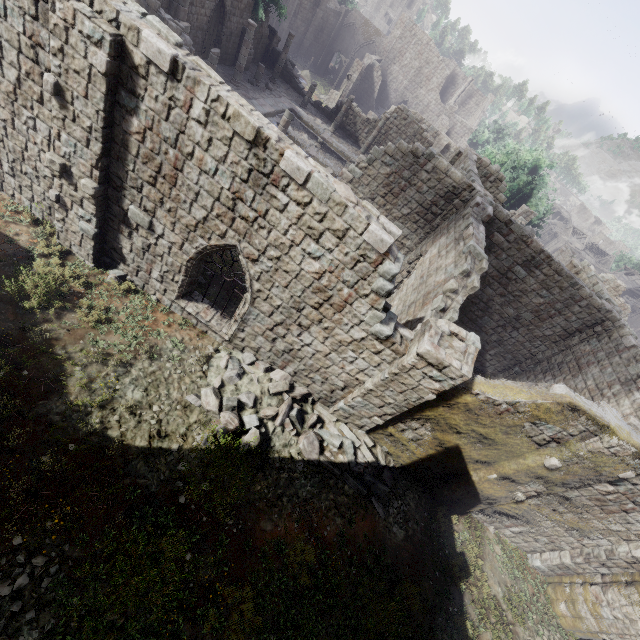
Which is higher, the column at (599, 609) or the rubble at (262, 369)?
the column at (599, 609)

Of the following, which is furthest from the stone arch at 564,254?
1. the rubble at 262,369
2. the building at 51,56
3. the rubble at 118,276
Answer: the rubble at 118,276

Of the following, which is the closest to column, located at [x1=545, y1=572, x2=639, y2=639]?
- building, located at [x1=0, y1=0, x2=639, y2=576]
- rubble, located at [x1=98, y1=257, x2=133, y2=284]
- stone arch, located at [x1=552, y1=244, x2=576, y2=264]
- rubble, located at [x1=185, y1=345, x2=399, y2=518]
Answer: building, located at [x1=0, y1=0, x2=639, y2=576]

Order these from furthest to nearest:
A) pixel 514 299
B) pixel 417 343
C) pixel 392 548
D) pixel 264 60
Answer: pixel 264 60 → pixel 514 299 → pixel 392 548 → pixel 417 343

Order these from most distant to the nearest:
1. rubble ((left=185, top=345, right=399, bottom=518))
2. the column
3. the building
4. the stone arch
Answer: the stone arch → the column → rubble ((left=185, top=345, right=399, bottom=518)) → the building

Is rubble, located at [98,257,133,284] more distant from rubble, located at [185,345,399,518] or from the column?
the column

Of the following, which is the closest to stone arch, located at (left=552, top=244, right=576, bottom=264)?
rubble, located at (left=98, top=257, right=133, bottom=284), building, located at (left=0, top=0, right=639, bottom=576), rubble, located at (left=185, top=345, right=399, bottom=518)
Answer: building, located at (left=0, top=0, right=639, bottom=576)

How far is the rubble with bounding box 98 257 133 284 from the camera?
9.8m
